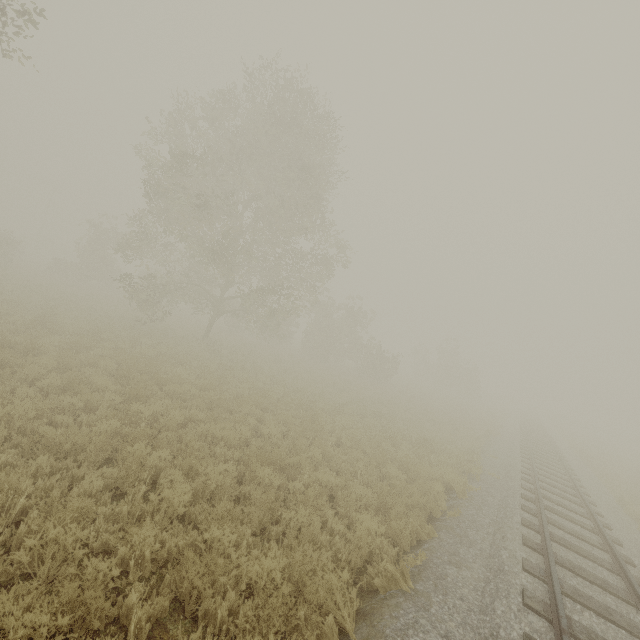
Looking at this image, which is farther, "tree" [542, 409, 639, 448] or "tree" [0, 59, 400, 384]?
"tree" [542, 409, 639, 448]

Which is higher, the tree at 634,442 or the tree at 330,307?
the tree at 330,307

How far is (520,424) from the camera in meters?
30.8 m

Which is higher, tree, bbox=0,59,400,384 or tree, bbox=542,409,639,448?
tree, bbox=0,59,400,384

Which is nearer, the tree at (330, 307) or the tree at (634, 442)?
the tree at (330, 307)
